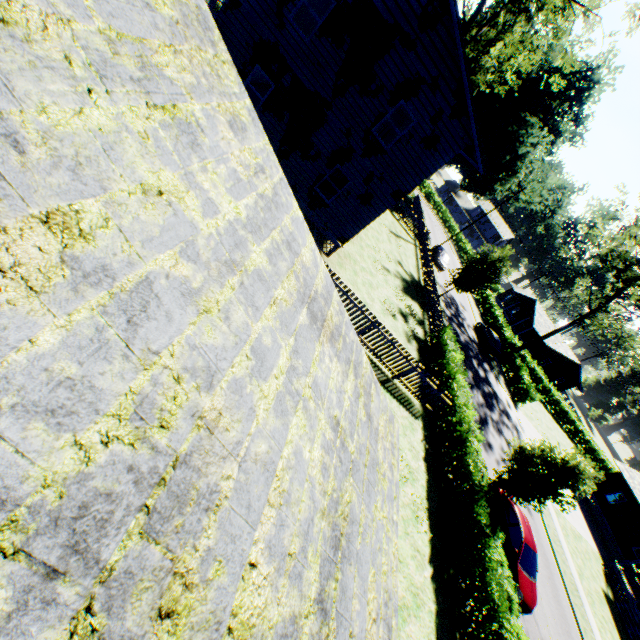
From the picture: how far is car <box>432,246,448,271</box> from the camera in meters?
38.8 m

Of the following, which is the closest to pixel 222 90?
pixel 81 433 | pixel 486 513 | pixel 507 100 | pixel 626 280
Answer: pixel 81 433

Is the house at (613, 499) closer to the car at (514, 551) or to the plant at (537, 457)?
the plant at (537, 457)

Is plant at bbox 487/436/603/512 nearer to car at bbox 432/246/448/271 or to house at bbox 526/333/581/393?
car at bbox 432/246/448/271

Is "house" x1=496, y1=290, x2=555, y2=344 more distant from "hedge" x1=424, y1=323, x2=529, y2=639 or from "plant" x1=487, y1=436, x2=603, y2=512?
"hedge" x1=424, y1=323, x2=529, y2=639

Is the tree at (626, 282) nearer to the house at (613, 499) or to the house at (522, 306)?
the house at (522, 306)

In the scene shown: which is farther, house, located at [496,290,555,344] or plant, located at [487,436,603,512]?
house, located at [496,290,555,344]

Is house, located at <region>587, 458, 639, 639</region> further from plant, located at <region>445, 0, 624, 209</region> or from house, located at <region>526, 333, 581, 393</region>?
house, located at <region>526, 333, 581, 393</region>
